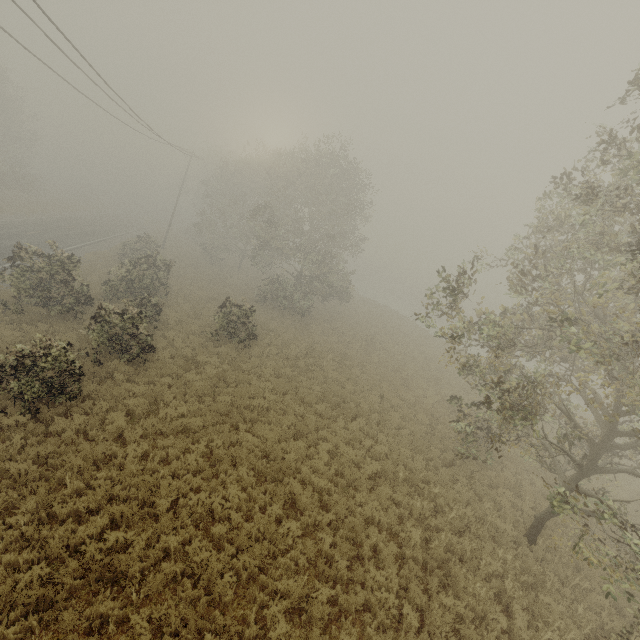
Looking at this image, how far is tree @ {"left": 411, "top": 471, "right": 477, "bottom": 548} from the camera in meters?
9.6

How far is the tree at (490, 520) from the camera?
8.70m

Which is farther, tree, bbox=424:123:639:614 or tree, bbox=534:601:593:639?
tree, bbox=534:601:593:639

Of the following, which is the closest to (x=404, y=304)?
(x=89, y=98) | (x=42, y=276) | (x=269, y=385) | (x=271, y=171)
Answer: (x=271, y=171)

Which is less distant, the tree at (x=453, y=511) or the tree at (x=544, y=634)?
the tree at (x=544, y=634)
